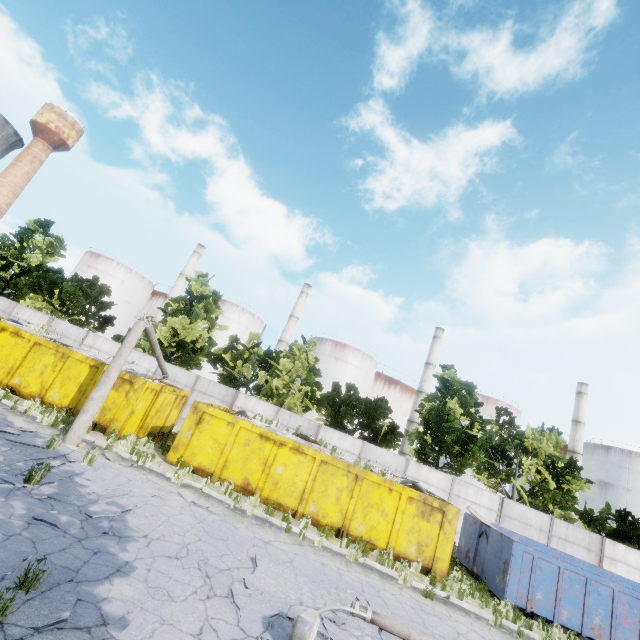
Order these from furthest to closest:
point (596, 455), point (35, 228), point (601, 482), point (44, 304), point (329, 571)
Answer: point (596, 455) < point (601, 482) < point (35, 228) < point (44, 304) < point (329, 571)

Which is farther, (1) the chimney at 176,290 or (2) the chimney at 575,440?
(1) the chimney at 176,290

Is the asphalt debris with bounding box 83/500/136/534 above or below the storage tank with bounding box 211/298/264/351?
below

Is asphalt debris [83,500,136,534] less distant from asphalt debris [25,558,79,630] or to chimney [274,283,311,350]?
asphalt debris [25,558,79,630]

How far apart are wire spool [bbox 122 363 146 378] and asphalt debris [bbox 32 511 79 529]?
9.0m

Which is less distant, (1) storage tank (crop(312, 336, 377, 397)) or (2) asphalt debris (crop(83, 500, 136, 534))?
(2) asphalt debris (crop(83, 500, 136, 534))

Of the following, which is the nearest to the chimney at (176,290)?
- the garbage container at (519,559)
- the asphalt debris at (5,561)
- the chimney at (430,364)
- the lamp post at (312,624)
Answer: the chimney at (430,364)

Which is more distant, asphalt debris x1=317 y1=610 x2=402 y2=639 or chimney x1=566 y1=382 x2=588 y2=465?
chimney x1=566 y1=382 x2=588 y2=465
